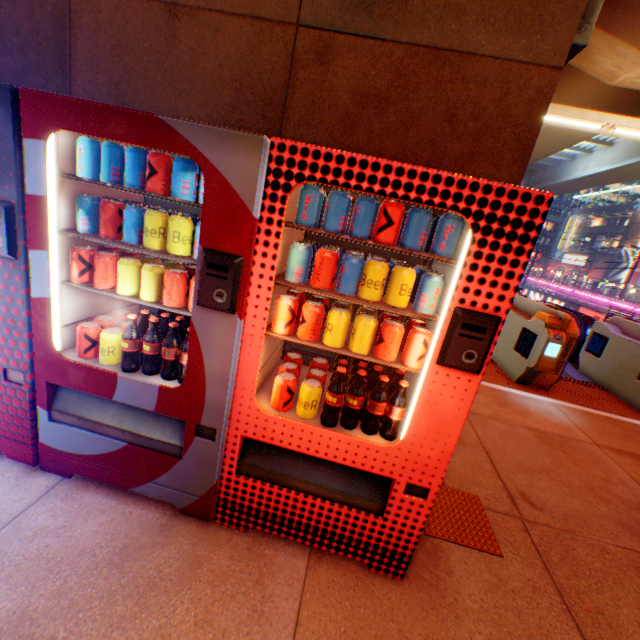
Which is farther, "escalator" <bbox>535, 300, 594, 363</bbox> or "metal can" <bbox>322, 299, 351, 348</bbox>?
"escalator" <bbox>535, 300, 594, 363</bbox>

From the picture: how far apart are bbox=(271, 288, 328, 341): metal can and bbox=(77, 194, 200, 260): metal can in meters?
0.4

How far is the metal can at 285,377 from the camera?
1.7m

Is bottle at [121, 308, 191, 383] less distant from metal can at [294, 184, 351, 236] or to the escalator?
metal can at [294, 184, 351, 236]

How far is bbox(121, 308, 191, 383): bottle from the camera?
1.70m

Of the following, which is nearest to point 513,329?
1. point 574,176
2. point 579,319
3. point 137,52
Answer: point 579,319

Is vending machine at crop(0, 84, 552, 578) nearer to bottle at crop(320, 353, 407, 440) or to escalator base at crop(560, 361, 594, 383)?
bottle at crop(320, 353, 407, 440)

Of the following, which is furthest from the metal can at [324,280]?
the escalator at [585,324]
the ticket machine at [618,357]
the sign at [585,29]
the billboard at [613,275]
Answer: the billboard at [613,275]
